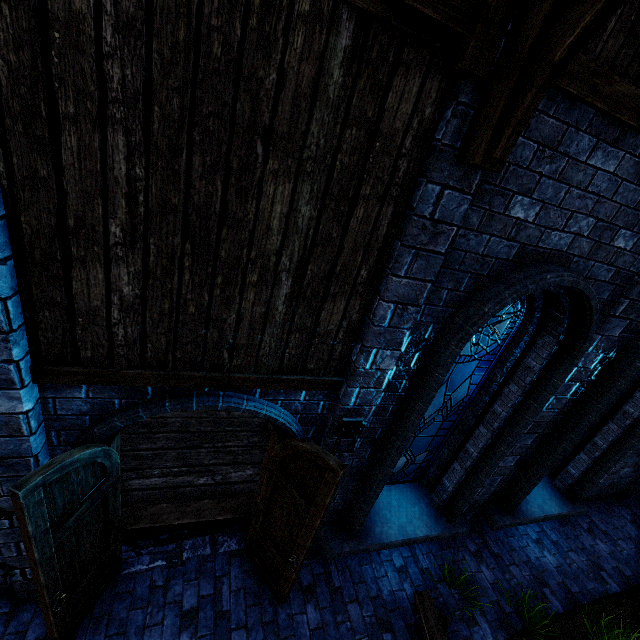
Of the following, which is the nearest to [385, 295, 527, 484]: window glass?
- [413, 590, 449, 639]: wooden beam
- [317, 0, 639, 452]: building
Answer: [317, 0, 639, 452]: building

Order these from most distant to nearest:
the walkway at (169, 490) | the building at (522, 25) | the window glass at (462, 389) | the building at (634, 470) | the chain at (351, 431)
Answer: the building at (634, 470) → the walkway at (169, 490) → the window glass at (462, 389) → the chain at (351, 431) → the building at (522, 25)

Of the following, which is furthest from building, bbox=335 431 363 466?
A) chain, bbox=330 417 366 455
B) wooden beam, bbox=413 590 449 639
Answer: wooden beam, bbox=413 590 449 639

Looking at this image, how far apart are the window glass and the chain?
0.80m

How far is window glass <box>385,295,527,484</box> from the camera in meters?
4.0

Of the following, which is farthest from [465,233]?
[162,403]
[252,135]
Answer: [162,403]

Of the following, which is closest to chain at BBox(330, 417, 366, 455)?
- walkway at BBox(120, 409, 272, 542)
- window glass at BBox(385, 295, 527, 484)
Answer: window glass at BBox(385, 295, 527, 484)

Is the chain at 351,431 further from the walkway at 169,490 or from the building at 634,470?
the walkway at 169,490
